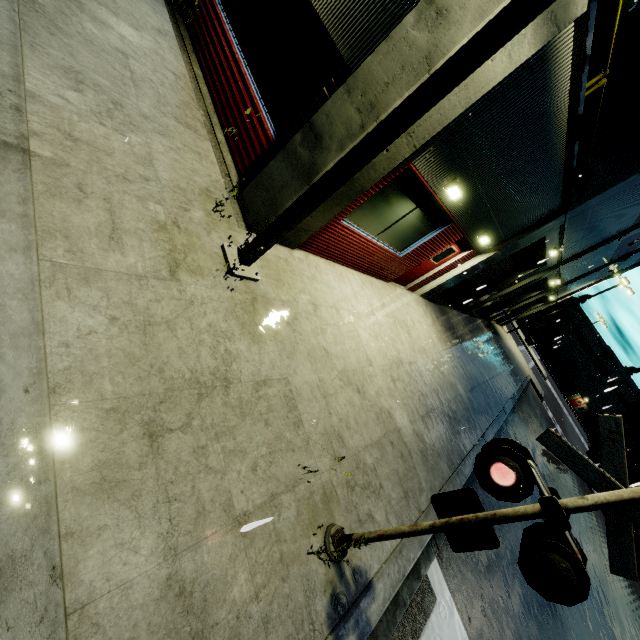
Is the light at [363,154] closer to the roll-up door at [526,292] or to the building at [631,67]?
the building at [631,67]

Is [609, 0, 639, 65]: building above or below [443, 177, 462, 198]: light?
above

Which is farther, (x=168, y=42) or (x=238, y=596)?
(x=168, y=42)

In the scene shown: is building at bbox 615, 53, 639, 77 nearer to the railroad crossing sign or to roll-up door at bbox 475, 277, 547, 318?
roll-up door at bbox 475, 277, 547, 318

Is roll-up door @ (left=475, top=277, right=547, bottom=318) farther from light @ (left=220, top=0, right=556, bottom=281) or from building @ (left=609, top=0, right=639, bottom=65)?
light @ (left=220, top=0, right=556, bottom=281)

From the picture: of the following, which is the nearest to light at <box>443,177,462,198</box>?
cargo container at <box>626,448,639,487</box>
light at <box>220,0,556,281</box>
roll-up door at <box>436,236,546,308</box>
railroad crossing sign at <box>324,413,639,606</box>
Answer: light at <box>220,0,556,281</box>

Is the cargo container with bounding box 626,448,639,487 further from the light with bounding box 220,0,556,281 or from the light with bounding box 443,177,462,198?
the light with bounding box 220,0,556,281
